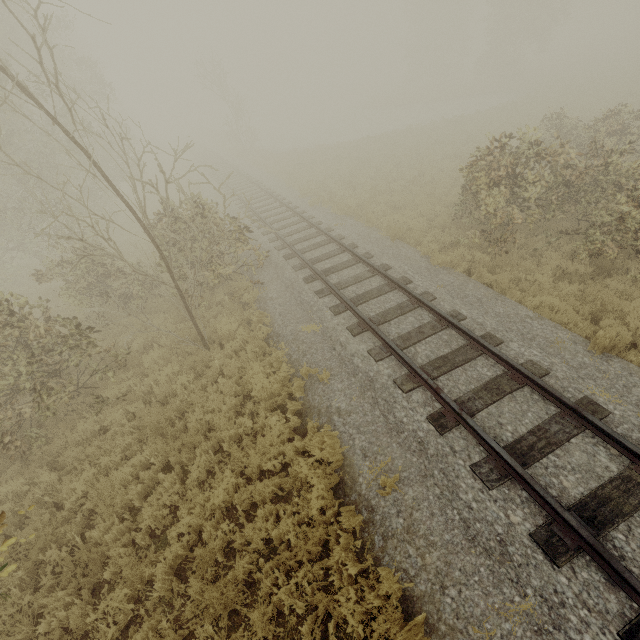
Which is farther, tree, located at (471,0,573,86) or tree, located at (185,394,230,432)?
tree, located at (471,0,573,86)

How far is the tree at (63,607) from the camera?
4.9 meters

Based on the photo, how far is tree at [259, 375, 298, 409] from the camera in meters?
7.3 m

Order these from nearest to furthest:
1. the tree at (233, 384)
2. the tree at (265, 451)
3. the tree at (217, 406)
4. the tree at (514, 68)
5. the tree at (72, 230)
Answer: the tree at (265, 451)
the tree at (72, 230)
the tree at (217, 406)
the tree at (233, 384)
the tree at (514, 68)

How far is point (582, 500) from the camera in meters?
4.3

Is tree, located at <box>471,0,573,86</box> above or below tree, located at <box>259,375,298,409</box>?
above

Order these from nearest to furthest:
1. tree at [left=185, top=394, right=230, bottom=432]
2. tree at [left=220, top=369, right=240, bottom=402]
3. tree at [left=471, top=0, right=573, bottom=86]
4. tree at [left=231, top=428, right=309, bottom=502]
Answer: tree at [left=231, top=428, right=309, bottom=502] < tree at [left=185, top=394, right=230, bottom=432] < tree at [left=220, top=369, right=240, bottom=402] < tree at [left=471, top=0, right=573, bottom=86]
